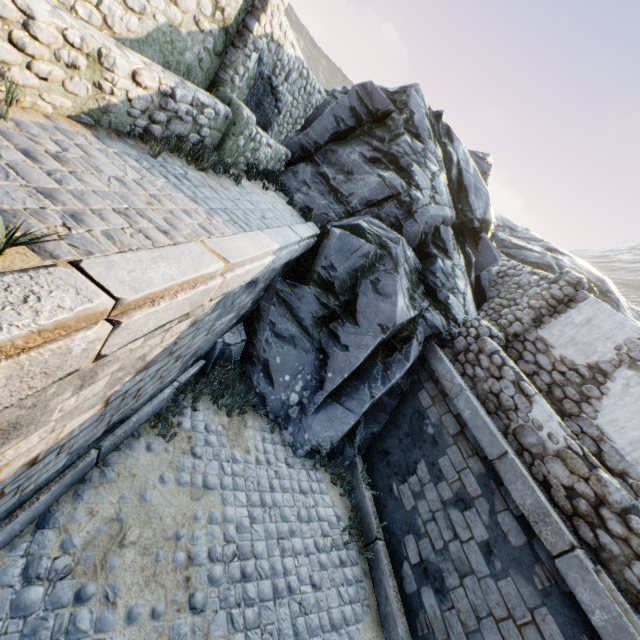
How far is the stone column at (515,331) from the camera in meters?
7.1

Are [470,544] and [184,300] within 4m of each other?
no

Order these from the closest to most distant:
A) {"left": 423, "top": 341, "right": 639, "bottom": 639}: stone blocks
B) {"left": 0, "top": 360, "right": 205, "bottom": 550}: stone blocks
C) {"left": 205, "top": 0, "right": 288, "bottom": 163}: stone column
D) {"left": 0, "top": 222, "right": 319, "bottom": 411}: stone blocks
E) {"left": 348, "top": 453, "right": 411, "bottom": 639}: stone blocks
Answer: {"left": 0, "top": 222, "right": 319, "bottom": 411}: stone blocks
{"left": 0, "top": 360, "right": 205, "bottom": 550}: stone blocks
{"left": 423, "top": 341, "right": 639, "bottom": 639}: stone blocks
{"left": 348, "top": 453, "right": 411, "bottom": 639}: stone blocks
{"left": 205, "top": 0, "right": 288, "bottom": 163}: stone column

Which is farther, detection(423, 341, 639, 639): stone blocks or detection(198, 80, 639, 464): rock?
detection(198, 80, 639, 464): rock

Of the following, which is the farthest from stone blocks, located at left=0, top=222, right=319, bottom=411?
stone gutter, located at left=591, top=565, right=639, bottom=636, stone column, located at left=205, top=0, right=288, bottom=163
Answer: stone column, located at left=205, top=0, right=288, bottom=163

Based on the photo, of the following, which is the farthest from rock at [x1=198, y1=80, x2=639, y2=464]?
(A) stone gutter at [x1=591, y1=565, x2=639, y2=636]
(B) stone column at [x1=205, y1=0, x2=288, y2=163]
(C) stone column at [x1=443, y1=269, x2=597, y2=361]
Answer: (A) stone gutter at [x1=591, y1=565, x2=639, y2=636]

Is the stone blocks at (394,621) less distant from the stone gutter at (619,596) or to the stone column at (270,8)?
the stone gutter at (619,596)

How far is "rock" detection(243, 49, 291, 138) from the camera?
7.3m
